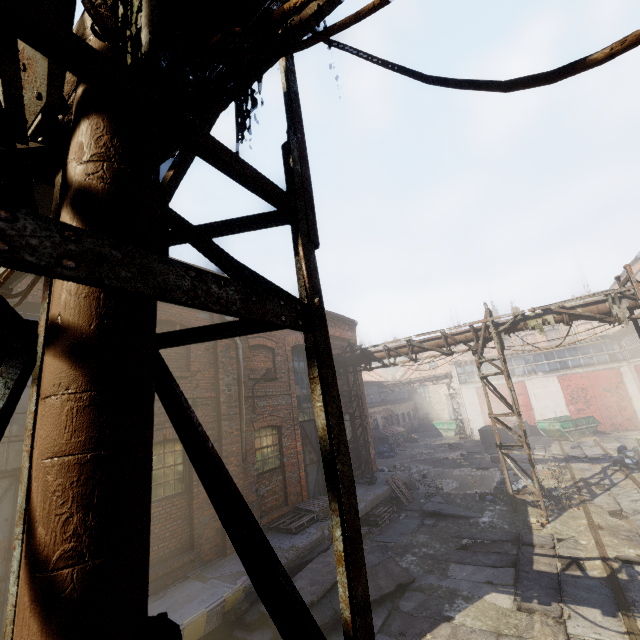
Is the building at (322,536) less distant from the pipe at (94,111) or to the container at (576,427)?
the pipe at (94,111)

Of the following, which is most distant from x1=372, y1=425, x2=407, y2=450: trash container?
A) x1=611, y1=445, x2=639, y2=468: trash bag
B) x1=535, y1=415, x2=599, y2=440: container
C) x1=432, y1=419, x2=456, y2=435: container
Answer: x1=611, y1=445, x2=639, y2=468: trash bag

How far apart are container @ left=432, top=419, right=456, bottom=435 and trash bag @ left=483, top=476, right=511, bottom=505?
20.1 meters

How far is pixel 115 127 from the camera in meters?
1.3 m

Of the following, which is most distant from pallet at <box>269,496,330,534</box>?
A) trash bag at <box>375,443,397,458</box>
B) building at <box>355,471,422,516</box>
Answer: trash bag at <box>375,443,397,458</box>

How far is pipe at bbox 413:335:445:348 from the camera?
12.4 meters

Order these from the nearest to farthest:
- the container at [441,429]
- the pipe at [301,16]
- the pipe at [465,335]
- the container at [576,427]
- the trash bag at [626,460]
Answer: the pipe at [301,16] < the pipe at [465,335] < the trash bag at [626,460] < the container at [576,427] < the container at [441,429]

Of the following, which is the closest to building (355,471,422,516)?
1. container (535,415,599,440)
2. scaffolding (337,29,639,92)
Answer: scaffolding (337,29,639,92)
